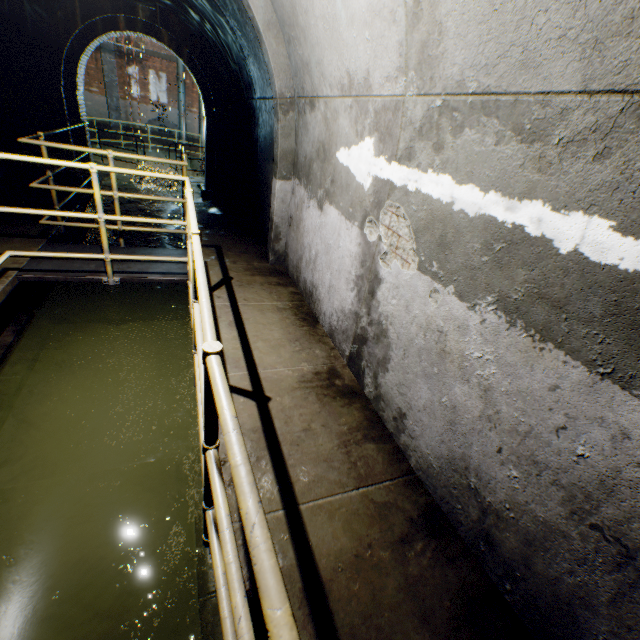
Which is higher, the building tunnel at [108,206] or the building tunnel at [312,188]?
the building tunnel at [312,188]

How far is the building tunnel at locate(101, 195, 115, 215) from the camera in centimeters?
871cm

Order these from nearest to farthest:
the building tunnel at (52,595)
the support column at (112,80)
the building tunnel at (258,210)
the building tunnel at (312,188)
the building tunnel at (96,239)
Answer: the building tunnel at (312,188) < the building tunnel at (52,595) < the building tunnel at (258,210) < the building tunnel at (96,239) < the support column at (112,80)

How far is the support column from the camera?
18.0m

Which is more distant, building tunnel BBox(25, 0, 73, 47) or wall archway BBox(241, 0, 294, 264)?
building tunnel BBox(25, 0, 73, 47)

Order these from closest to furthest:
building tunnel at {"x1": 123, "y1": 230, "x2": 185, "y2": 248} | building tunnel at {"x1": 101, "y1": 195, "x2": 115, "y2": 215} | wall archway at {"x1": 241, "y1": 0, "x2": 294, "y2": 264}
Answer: wall archway at {"x1": 241, "y1": 0, "x2": 294, "y2": 264} < building tunnel at {"x1": 123, "y1": 230, "x2": 185, "y2": 248} < building tunnel at {"x1": 101, "y1": 195, "x2": 115, "y2": 215}

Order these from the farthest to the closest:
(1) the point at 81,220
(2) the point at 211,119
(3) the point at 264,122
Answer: (2) the point at 211,119
(1) the point at 81,220
(3) the point at 264,122

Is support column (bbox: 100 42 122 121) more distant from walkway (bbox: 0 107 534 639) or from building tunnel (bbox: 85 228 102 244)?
walkway (bbox: 0 107 534 639)
